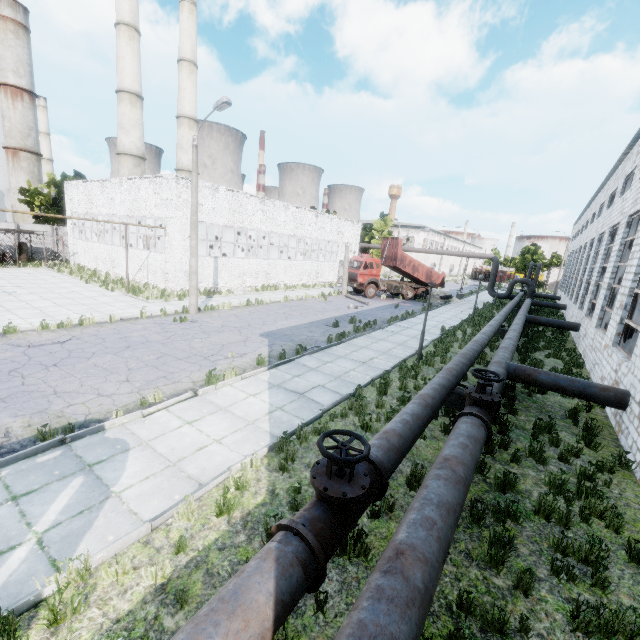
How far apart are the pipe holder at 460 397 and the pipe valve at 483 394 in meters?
1.1 m

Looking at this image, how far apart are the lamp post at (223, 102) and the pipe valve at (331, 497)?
14.6m

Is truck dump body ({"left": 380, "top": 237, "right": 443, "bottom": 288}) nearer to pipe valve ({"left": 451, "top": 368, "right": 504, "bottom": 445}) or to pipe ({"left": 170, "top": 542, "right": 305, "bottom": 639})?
pipe valve ({"left": 451, "top": 368, "right": 504, "bottom": 445})

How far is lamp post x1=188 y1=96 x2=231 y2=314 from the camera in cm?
1447

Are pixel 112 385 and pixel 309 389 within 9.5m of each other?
yes

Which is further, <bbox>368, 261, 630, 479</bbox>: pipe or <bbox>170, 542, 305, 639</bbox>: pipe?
<bbox>368, 261, 630, 479</bbox>: pipe

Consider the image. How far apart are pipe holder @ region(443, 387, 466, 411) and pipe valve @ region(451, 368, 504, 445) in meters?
1.1 m

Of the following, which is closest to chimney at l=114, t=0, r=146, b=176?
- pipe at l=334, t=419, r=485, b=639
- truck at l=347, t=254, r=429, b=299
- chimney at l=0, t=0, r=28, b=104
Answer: truck at l=347, t=254, r=429, b=299
